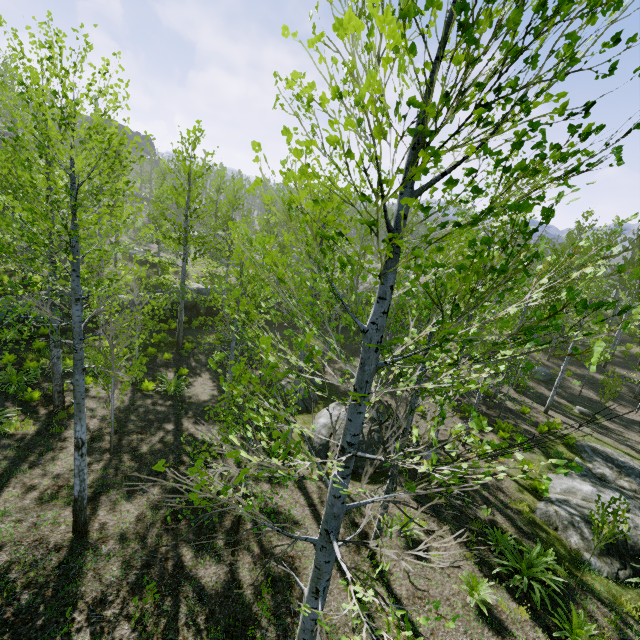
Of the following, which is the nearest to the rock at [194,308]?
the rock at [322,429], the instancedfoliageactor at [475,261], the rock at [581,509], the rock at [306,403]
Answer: the instancedfoliageactor at [475,261]

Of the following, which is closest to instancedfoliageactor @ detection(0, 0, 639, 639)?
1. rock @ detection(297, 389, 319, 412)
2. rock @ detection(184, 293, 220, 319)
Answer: rock @ detection(184, 293, 220, 319)

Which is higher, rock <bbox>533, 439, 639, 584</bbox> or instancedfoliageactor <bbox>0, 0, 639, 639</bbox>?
instancedfoliageactor <bbox>0, 0, 639, 639</bbox>

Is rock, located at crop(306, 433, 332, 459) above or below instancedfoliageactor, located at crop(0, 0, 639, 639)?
below

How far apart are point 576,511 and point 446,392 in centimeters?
900cm

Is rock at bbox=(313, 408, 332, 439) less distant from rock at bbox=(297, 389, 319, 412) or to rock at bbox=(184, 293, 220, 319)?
rock at bbox=(297, 389, 319, 412)

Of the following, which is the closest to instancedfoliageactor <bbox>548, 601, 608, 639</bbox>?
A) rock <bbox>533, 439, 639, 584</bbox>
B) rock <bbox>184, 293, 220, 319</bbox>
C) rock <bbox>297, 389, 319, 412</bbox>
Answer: rock <bbox>184, 293, 220, 319</bbox>

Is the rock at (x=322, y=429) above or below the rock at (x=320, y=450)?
above
